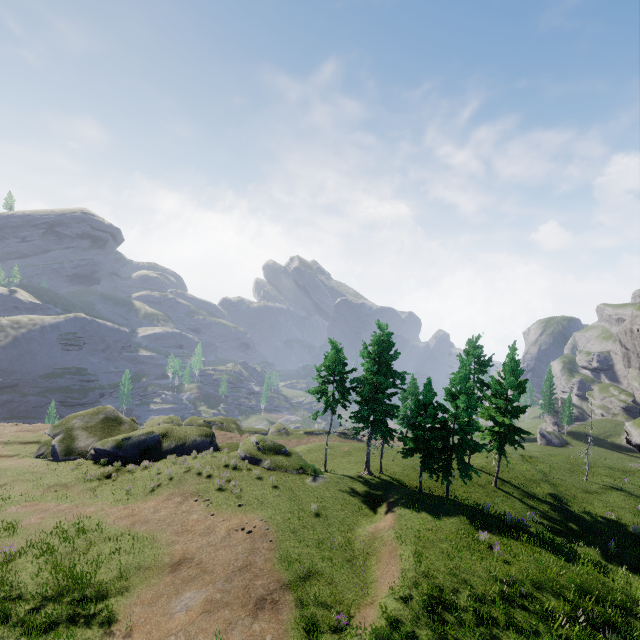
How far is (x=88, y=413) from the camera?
38.3 meters
